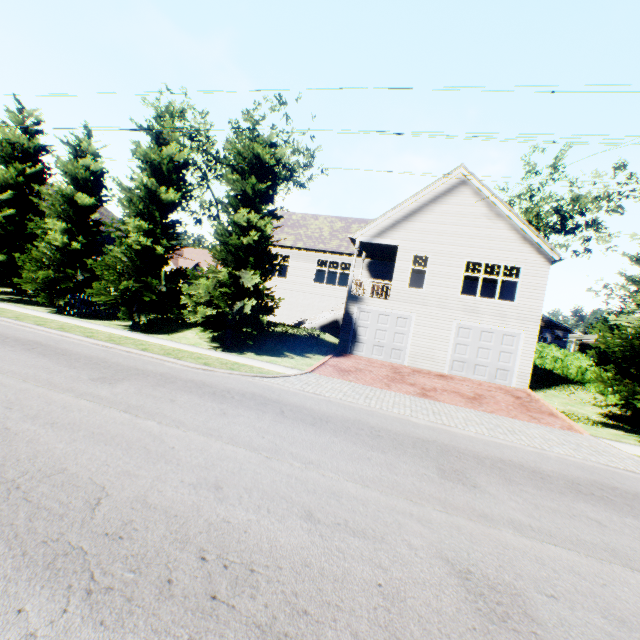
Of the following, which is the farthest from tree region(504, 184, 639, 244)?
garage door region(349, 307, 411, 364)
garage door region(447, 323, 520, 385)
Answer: garage door region(349, 307, 411, 364)

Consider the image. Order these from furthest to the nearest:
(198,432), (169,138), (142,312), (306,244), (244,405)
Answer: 1. (306,244)
2. (169,138)
3. (142,312)
4. (244,405)
5. (198,432)

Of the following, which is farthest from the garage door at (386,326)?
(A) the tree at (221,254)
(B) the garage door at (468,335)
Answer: (A) the tree at (221,254)

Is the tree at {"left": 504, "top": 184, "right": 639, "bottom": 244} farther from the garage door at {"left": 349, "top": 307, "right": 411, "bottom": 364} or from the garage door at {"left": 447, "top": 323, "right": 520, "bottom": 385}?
the garage door at {"left": 349, "top": 307, "right": 411, "bottom": 364}

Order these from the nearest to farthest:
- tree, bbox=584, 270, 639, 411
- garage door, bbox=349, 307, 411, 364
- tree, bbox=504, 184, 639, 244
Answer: tree, bbox=584, 270, 639, 411 → garage door, bbox=349, 307, 411, 364 → tree, bbox=504, 184, 639, 244

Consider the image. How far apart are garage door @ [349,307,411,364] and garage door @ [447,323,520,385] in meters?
2.2

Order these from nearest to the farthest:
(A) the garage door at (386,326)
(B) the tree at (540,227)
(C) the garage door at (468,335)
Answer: (C) the garage door at (468,335) → (A) the garage door at (386,326) → (B) the tree at (540,227)
